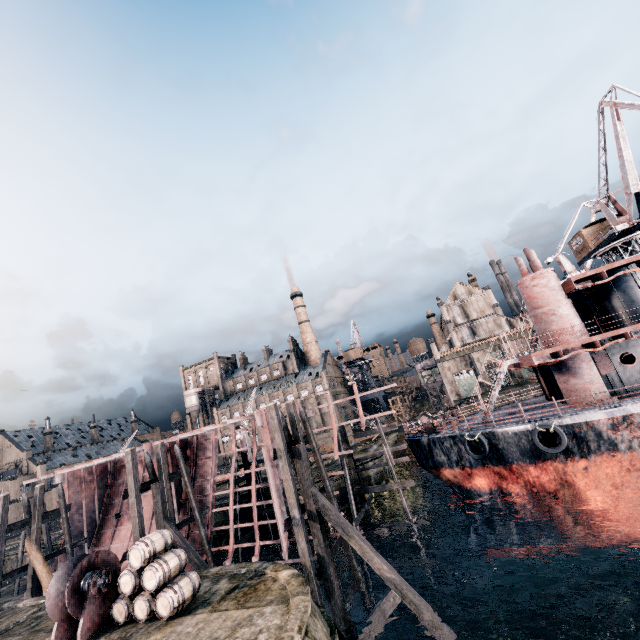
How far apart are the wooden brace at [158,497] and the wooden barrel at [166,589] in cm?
399

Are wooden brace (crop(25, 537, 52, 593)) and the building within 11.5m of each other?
no

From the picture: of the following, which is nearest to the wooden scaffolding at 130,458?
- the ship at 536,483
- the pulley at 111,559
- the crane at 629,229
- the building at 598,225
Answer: the pulley at 111,559

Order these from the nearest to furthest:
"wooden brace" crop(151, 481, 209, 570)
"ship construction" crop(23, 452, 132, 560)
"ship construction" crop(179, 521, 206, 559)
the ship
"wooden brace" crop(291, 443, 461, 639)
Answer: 1. "wooden brace" crop(291, 443, 461, 639)
2. the ship
3. "wooden brace" crop(151, 481, 209, 570)
4. "ship construction" crop(179, 521, 206, 559)
5. "ship construction" crop(23, 452, 132, 560)

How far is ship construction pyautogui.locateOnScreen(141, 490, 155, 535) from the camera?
25.5m

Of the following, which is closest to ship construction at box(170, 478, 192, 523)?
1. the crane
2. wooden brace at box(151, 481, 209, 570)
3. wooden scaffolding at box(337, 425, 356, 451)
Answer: wooden scaffolding at box(337, 425, 356, 451)

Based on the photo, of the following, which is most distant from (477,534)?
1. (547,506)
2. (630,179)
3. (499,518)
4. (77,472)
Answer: (630,179)

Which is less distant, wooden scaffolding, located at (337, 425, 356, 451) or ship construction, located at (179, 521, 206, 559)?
ship construction, located at (179, 521, 206, 559)
